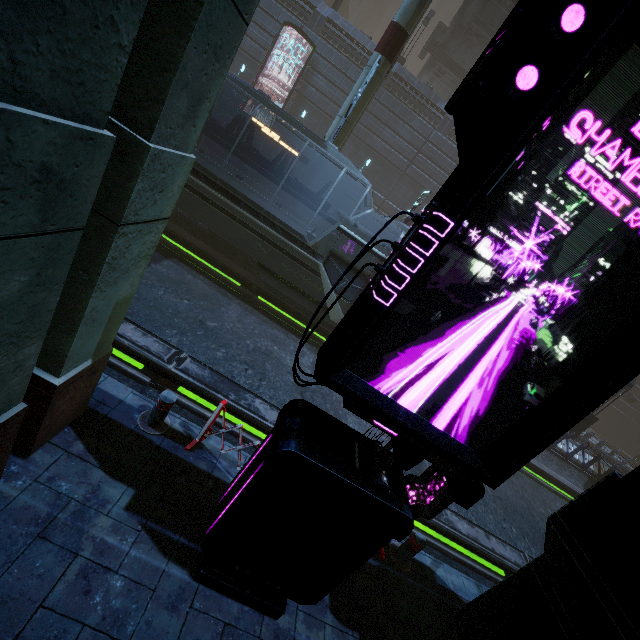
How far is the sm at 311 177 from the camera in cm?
1384

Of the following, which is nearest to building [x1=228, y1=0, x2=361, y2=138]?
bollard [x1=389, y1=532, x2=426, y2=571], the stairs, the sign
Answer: bollard [x1=389, y1=532, x2=426, y2=571]

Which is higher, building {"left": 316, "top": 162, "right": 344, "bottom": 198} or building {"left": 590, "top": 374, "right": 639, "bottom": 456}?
building {"left": 316, "top": 162, "right": 344, "bottom": 198}

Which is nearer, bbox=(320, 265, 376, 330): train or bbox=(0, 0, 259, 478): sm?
bbox=(0, 0, 259, 478): sm

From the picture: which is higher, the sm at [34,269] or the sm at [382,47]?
the sm at [382,47]

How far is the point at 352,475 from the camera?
2.9 meters

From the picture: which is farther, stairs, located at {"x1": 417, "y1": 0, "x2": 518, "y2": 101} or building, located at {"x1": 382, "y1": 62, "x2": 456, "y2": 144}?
building, located at {"x1": 382, "y1": 62, "x2": 456, "y2": 144}

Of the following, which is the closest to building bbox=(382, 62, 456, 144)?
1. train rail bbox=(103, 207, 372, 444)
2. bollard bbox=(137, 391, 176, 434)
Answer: train rail bbox=(103, 207, 372, 444)
